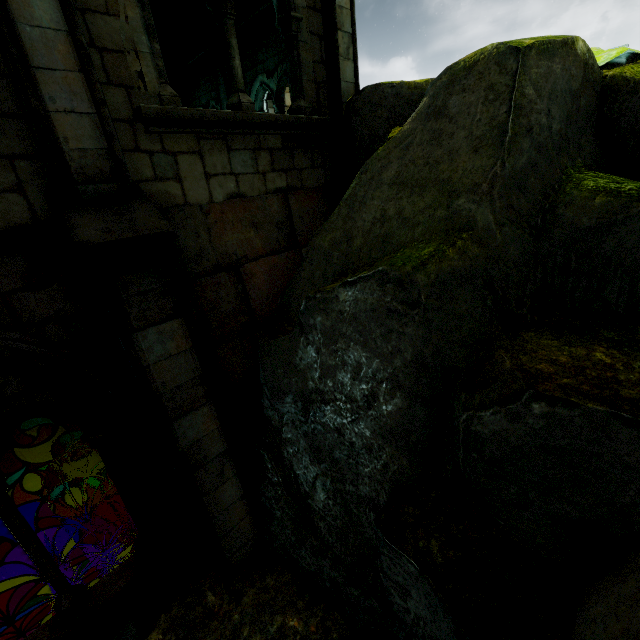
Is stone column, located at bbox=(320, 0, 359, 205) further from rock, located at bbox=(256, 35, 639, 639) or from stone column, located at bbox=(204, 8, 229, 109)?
stone column, located at bbox=(204, 8, 229, 109)

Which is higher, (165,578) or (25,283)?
(25,283)

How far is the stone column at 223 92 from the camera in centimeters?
886cm

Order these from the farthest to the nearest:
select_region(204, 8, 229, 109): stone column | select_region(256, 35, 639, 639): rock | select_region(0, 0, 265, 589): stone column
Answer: select_region(204, 8, 229, 109): stone column, select_region(0, 0, 265, 589): stone column, select_region(256, 35, 639, 639): rock

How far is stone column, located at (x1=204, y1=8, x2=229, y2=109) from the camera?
8.9 meters

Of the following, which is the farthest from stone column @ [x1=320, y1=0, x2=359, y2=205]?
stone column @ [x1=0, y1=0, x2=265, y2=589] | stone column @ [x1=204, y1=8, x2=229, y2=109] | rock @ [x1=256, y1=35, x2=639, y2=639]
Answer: stone column @ [x1=204, y1=8, x2=229, y2=109]

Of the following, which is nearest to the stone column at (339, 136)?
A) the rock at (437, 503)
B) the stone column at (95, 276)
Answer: the rock at (437, 503)

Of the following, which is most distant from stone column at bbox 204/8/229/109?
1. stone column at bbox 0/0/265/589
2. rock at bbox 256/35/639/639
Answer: stone column at bbox 0/0/265/589
